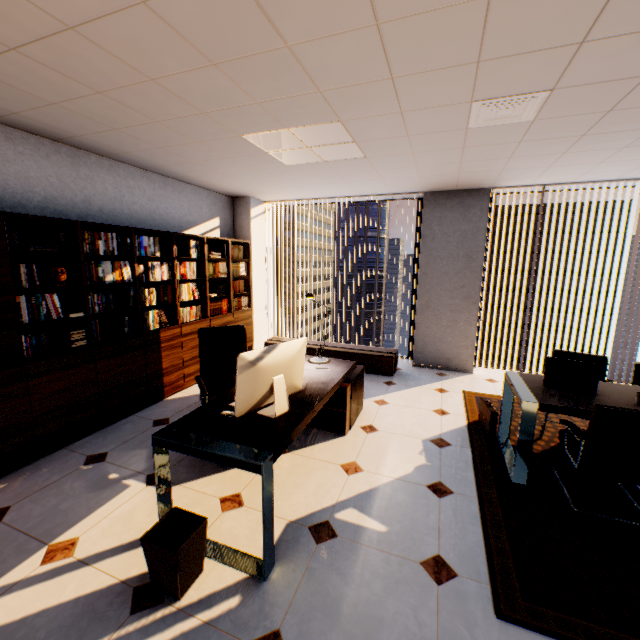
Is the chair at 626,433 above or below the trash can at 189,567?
above

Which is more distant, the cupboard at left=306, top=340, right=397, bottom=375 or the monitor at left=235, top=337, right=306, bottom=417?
the cupboard at left=306, top=340, right=397, bottom=375

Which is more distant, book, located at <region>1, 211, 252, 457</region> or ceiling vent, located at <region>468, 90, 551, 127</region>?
book, located at <region>1, 211, 252, 457</region>

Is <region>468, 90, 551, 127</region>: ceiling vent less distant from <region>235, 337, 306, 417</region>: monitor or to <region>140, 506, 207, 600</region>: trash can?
<region>235, 337, 306, 417</region>: monitor

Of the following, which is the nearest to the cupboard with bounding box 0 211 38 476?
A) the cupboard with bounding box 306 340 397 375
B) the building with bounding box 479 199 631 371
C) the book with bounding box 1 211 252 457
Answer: the book with bounding box 1 211 252 457

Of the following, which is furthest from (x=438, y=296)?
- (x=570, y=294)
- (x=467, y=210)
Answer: (x=570, y=294)

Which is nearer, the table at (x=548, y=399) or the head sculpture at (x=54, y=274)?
the table at (x=548, y=399)

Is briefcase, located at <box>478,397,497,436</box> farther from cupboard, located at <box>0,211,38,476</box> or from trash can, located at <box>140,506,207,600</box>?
cupboard, located at <box>0,211,38,476</box>
